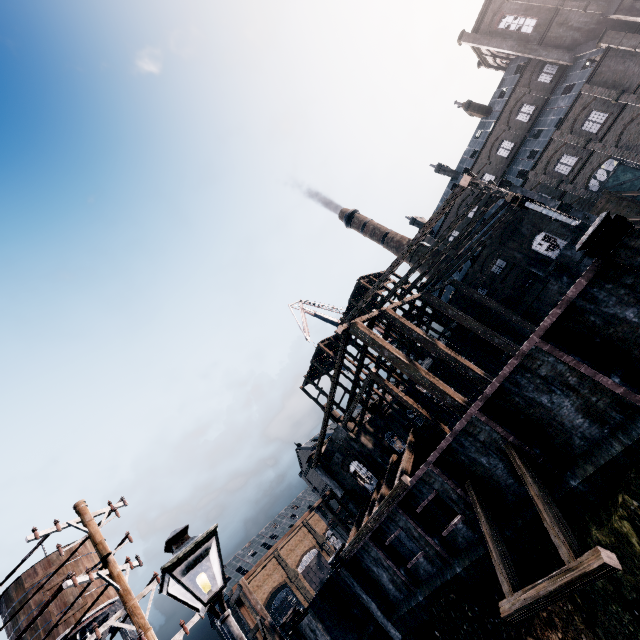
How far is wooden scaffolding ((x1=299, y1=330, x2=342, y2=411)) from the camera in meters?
42.5 m

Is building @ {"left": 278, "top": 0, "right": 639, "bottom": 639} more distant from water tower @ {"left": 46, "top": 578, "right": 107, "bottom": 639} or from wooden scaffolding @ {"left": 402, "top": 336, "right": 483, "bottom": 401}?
water tower @ {"left": 46, "top": 578, "right": 107, "bottom": 639}

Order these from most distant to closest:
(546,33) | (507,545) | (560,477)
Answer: (546,33)
(507,545)
(560,477)

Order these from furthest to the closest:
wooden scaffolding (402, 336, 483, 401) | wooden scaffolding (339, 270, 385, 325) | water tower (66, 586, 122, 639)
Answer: wooden scaffolding (339, 270, 385, 325)
wooden scaffolding (402, 336, 483, 401)
water tower (66, 586, 122, 639)

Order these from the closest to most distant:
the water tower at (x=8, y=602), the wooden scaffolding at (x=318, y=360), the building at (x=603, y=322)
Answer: the building at (x=603, y=322) < the water tower at (x=8, y=602) < the wooden scaffolding at (x=318, y=360)

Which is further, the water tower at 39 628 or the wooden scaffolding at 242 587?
the water tower at 39 628

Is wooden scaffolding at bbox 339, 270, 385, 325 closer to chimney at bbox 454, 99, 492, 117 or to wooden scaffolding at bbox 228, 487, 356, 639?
wooden scaffolding at bbox 228, 487, 356, 639

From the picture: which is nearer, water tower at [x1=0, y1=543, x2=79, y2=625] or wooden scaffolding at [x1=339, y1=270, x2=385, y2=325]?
water tower at [x1=0, y1=543, x2=79, y2=625]
